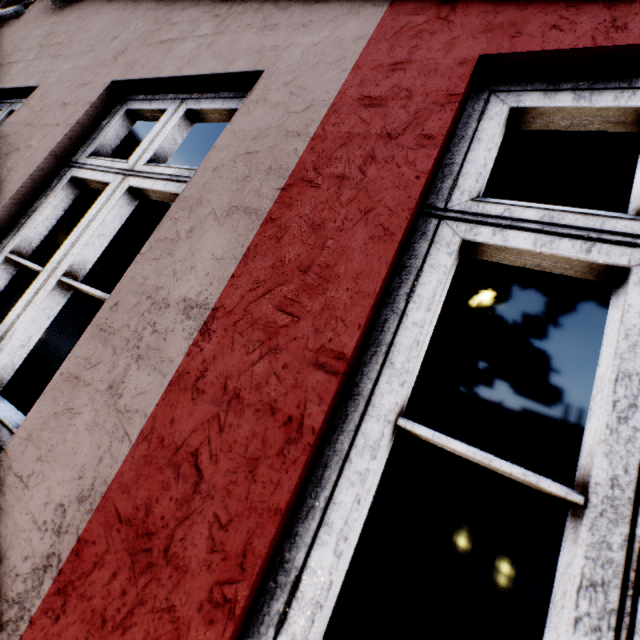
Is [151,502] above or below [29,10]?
below
